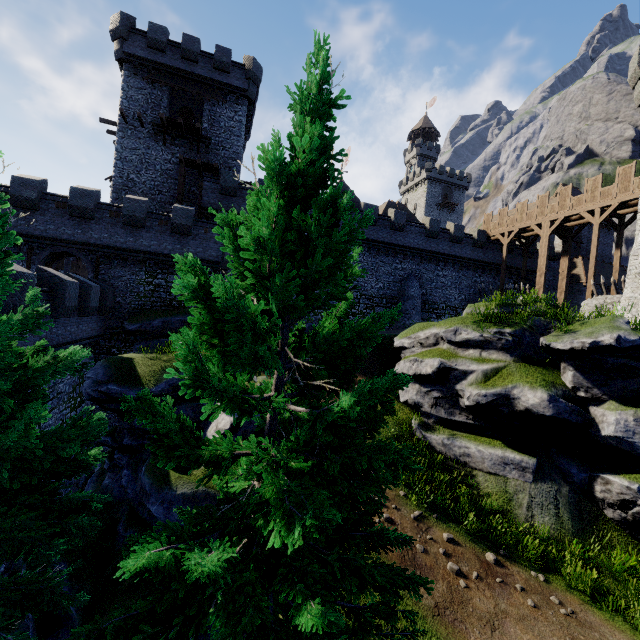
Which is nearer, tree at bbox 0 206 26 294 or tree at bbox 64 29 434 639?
tree at bbox 64 29 434 639

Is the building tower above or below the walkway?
below

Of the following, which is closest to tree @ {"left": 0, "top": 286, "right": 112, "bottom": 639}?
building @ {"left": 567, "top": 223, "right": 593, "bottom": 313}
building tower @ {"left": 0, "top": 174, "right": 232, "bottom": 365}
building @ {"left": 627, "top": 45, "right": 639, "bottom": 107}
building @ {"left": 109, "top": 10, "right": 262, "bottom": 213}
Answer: building tower @ {"left": 0, "top": 174, "right": 232, "bottom": 365}

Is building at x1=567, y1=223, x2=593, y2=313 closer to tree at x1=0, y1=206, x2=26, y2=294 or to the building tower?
the building tower

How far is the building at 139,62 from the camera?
25.7m

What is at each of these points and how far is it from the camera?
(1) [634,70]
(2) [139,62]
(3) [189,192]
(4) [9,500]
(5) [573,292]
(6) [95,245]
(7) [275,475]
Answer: (1) building, 19.4 meters
(2) building, 25.8 meters
(3) building, 27.6 meters
(4) tree, 6.2 meters
(5) building, 35.2 meters
(6) building tower, 21.3 meters
(7) tree, 4.2 meters

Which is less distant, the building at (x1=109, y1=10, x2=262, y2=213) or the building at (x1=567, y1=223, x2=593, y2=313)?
the building at (x1=109, y1=10, x2=262, y2=213)
